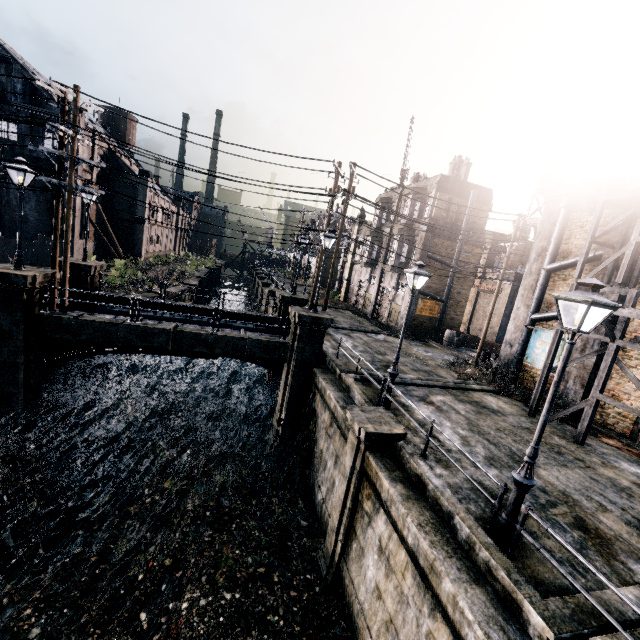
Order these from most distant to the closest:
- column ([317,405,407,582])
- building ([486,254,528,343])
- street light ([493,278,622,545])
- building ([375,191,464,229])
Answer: building ([486,254,528,343]) → building ([375,191,464,229]) → column ([317,405,407,582]) → street light ([493,278,622,545])

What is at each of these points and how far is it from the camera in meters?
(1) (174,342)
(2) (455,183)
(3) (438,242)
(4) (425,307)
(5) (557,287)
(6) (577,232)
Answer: (1) column, 15.3
(2) building, 27.7
(3) building, 28.2
(4) building, 29.4
(5) building, 18.4
(6) building, 17.8

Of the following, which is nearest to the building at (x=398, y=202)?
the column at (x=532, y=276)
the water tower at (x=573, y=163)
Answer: the column at (x=532, y=276)

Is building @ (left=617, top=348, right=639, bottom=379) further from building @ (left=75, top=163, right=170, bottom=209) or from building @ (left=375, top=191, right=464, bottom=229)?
building @ (left=75, top=163, right=170, bottom=209)

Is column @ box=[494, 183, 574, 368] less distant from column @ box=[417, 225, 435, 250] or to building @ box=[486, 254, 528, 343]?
column @ box=[417, 225, 435, 250]

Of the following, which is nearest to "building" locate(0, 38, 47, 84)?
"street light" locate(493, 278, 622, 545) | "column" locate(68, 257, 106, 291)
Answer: "column" locate(68, 257, 106, 291)

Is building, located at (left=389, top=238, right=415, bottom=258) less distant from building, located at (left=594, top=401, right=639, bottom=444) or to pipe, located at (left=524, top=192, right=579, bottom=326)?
pipe, located at (left=524, top=192, right=579, bottom=326)

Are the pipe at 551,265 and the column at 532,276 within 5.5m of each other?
yes
